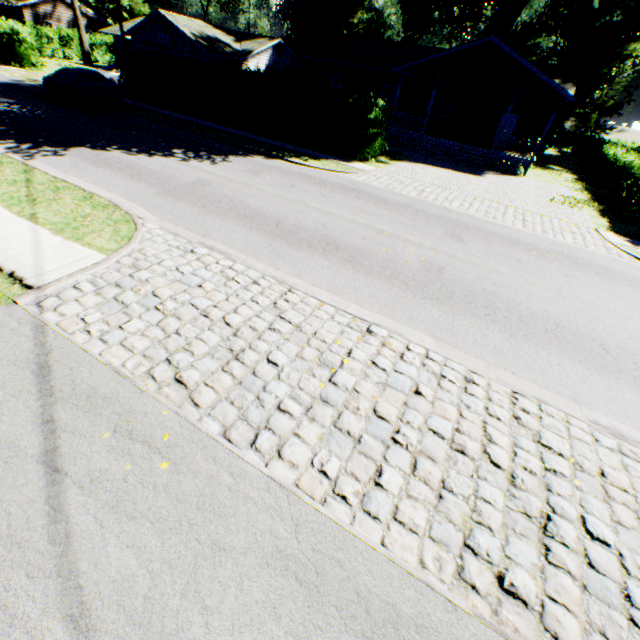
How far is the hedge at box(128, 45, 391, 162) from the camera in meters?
16.3

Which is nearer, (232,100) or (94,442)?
(94,442)

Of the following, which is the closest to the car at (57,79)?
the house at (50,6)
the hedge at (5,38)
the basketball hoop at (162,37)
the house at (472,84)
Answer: the hedge at (5,38)

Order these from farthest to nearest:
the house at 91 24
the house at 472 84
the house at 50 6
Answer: the house at 91 24
the house at 50 6
the house at 472 84

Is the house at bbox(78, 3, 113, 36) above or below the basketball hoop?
above

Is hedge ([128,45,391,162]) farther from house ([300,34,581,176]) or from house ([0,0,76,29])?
house ([0,0,76,29])

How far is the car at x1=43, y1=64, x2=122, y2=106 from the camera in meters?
17.8

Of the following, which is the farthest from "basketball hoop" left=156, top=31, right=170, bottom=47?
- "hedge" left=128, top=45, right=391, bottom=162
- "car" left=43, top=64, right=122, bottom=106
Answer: "car" left=43, top=64, right=122, bottom=106
